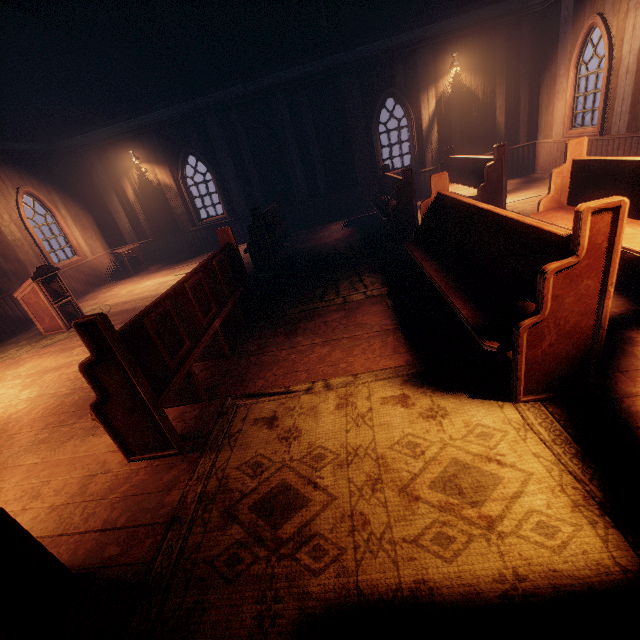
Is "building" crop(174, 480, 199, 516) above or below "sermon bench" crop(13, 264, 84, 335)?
below

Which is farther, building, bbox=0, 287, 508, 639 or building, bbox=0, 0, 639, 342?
building, bbox=0, 0, 639, 342

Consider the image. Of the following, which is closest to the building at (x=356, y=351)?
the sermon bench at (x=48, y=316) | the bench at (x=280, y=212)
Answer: the bench at (x=280, y=212)

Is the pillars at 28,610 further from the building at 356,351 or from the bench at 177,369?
the bench at 177,369

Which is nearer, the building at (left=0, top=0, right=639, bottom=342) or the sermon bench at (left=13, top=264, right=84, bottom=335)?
the sermon bench at (left=13, top=264, right=84, bottom=335)

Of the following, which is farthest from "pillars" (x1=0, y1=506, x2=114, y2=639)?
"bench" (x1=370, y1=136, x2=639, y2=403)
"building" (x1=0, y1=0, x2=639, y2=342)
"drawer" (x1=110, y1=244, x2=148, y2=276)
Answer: "drawer" (x1=110, y1=244, x2=148, y2=276)

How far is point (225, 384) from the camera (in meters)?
3.45

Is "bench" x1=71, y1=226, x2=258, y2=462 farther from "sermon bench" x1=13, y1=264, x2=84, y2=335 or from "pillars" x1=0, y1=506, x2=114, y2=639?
"sermon bench" x1=13, y1=264, x2=84, y2=335
